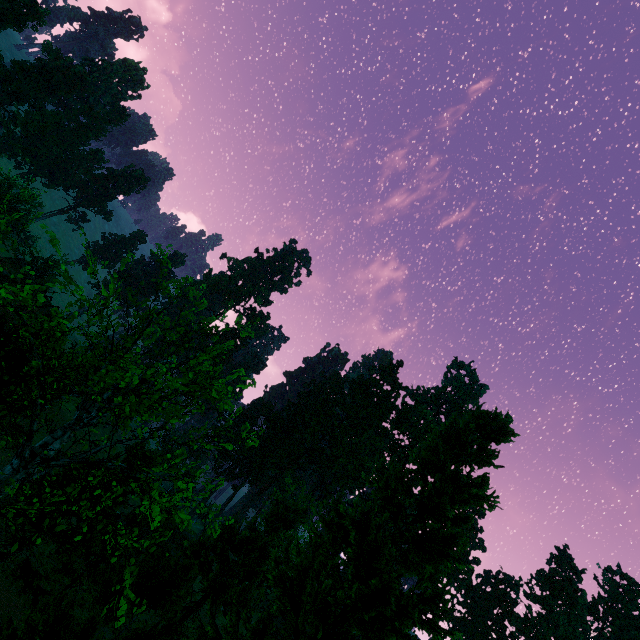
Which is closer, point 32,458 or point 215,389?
point 32,458

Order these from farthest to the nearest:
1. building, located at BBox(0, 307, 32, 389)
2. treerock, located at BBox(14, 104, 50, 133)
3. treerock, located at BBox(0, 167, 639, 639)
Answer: treerock, located at BBox(14, 104, 50, 133)
building, located at BBox(0, 307, 32, 389)
treerock, located at BBox(0, 167, 639, 639)

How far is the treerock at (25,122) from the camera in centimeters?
5844cm

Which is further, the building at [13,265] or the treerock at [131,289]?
the building at [13,265]

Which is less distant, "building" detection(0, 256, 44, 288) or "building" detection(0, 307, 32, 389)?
"building" detection(0, 307, 32, 389)

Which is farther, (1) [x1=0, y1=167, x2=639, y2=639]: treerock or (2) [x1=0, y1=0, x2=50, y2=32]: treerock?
(2) [x1=0, y1=0, x2=50, y2=32]: treerock

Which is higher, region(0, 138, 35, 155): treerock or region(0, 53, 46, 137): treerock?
region(0, 53, 46, 137): treerock
